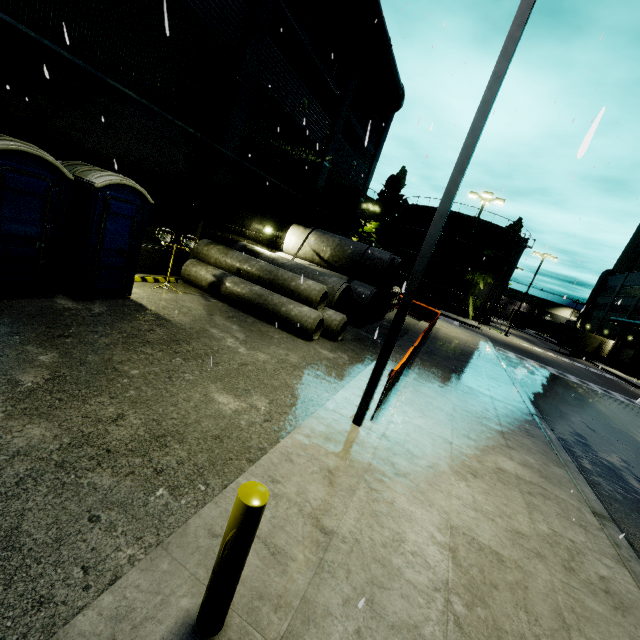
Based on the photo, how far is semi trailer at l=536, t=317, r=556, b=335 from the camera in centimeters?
5761cm

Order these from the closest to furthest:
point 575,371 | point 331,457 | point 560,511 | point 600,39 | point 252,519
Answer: point 252,519
point 331,457
point 560,511
point 600,39
point 575,371

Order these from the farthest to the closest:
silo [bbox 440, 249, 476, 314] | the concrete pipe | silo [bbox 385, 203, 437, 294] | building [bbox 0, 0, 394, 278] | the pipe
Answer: silo [bbox 385, 203, 437, 294]
silo [bbox 440, 249, 476, 314]
the pipe
the concrete pipe
building [bbox 0, 0, 394, 278]

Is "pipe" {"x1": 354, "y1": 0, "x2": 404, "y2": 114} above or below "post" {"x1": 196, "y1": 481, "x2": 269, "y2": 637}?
above

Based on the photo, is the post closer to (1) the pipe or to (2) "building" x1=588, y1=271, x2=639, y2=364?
(2) "building" x1=588, y1=271, x2=639, y2=364

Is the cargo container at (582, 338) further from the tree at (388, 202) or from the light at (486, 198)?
the light at (486, 198)

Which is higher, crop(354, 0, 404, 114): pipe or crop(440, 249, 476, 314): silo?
crop(354, 0, 404, 114): pipe

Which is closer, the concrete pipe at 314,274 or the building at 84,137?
the building at 84,137
